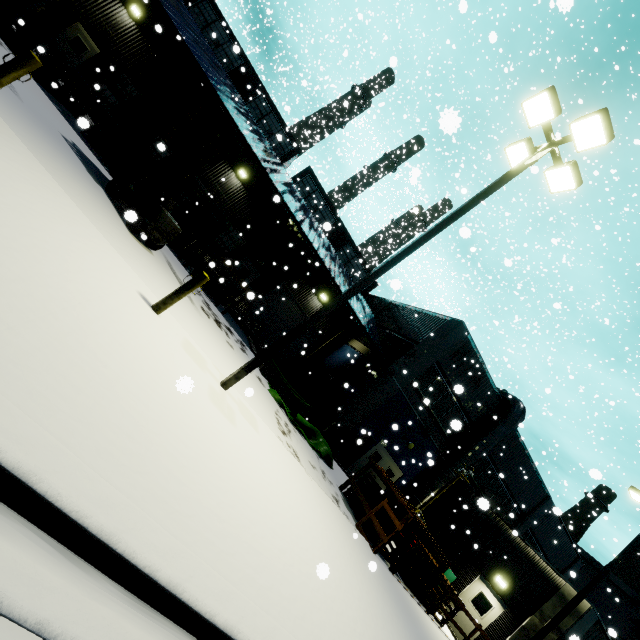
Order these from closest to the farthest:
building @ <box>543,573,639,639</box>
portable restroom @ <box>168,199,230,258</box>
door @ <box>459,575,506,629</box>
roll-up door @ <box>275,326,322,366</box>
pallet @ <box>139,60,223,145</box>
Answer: pallet @ <box>139,60,223,145</box>
building @ <box>543,573,639,639</box>
door @ <box>459,575,506,629</box>
portable restroom @ <box>168,199,230,258</box>
roll-up door @ <box>275,326,322,366</box>

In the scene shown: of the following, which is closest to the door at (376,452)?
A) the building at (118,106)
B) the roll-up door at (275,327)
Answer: the building at (118,106)

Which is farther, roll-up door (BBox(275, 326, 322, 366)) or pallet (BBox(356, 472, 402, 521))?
roll-up door (BBox(275, 326, 322, 366))

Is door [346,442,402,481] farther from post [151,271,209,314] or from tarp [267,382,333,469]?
post [151,271,209,314]

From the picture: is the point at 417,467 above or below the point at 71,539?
above

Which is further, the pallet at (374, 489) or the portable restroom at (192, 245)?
the portable restroom at (192, 245)

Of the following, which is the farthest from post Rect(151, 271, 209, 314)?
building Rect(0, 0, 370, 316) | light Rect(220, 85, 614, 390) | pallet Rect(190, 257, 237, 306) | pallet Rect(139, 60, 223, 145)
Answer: pallet Rect(190, 257, 237, 306)

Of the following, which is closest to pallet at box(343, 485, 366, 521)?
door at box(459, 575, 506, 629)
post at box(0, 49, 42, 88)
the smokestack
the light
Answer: door at box(459, 575, 506, 629)
